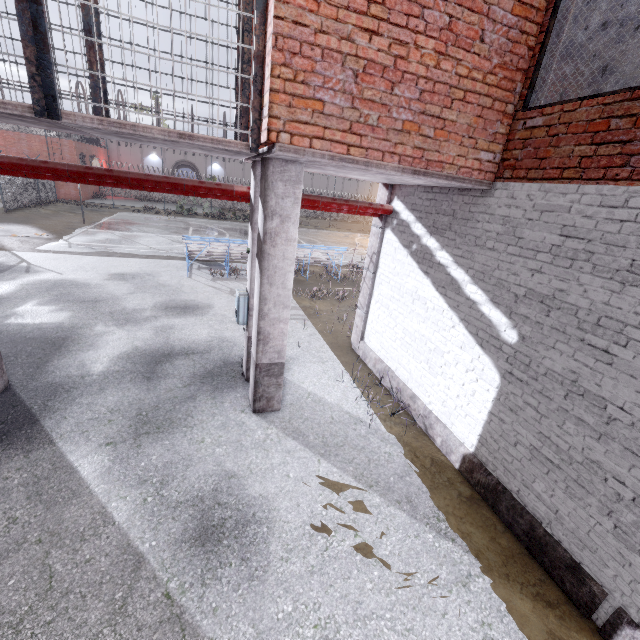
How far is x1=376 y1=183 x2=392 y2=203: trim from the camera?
6.69m

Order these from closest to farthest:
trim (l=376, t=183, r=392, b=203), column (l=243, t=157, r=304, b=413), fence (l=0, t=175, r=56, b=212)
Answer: column (l=243, t=157, r=304, b=413), trim (l=376, t=183, r=392, b=203), fence (l=0, t=175, r=56, b=212)

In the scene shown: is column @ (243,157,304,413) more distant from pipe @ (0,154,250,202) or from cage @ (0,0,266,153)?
pipe @ (0,154,250,202)

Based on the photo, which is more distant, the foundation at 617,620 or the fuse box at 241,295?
the fuse box at 241,295

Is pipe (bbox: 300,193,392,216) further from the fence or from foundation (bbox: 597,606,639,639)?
foundation (bbox: 597,606,639,639)

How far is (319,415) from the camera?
5.72m

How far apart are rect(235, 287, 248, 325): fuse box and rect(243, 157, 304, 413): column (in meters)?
0.50

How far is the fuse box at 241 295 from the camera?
5.8m
